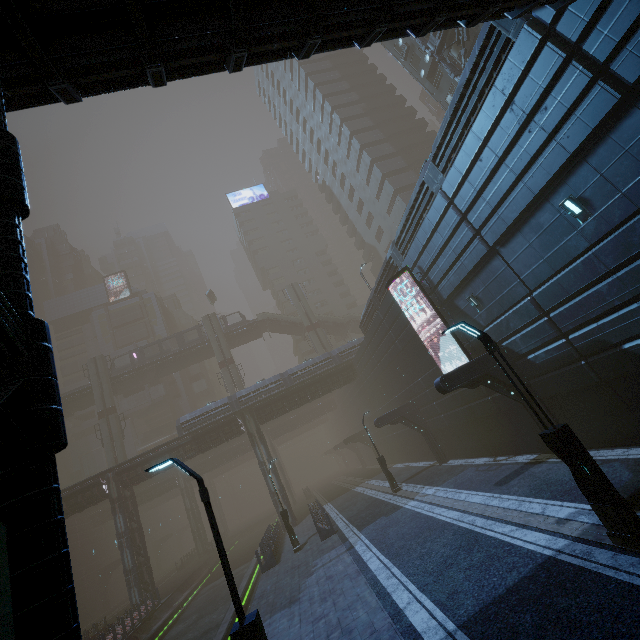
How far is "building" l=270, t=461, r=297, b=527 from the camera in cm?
3023

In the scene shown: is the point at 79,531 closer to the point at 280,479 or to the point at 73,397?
the point at 73,397

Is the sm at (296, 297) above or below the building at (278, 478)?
above

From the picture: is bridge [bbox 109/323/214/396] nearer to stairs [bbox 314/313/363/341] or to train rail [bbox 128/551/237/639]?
stairs [bbox 314/313/363/341]

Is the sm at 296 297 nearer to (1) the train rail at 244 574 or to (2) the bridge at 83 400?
(1) the train rail at 244 574

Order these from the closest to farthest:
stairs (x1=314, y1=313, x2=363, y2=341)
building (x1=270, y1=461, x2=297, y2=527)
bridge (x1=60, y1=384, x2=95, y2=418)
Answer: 1. building (x1=270, y1=461, x2=297, y2=527)
2. bridge (x1=60, y1=384, x2=95, y2=418)
3. stairs (x1=314, y1=313, x2=363, y2=341)

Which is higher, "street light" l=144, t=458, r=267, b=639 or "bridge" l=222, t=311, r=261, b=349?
"bridge" l=222, t=311, r=261, b=349

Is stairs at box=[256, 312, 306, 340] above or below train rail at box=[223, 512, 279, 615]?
above
